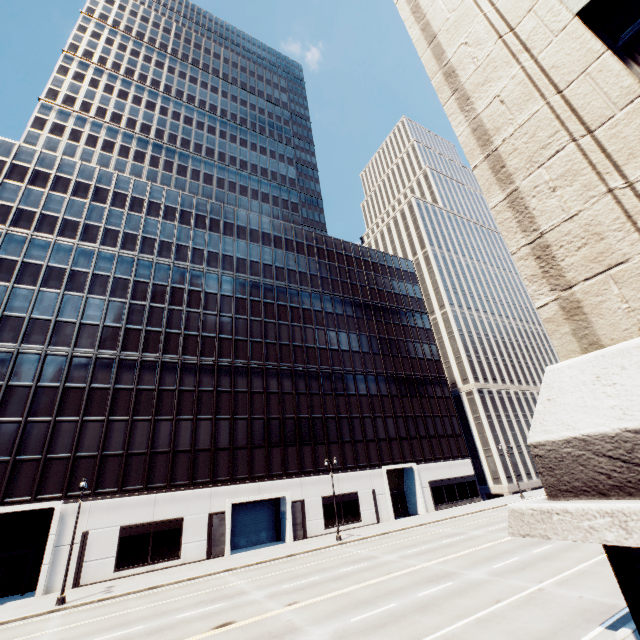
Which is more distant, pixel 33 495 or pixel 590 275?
pixel 33 495
